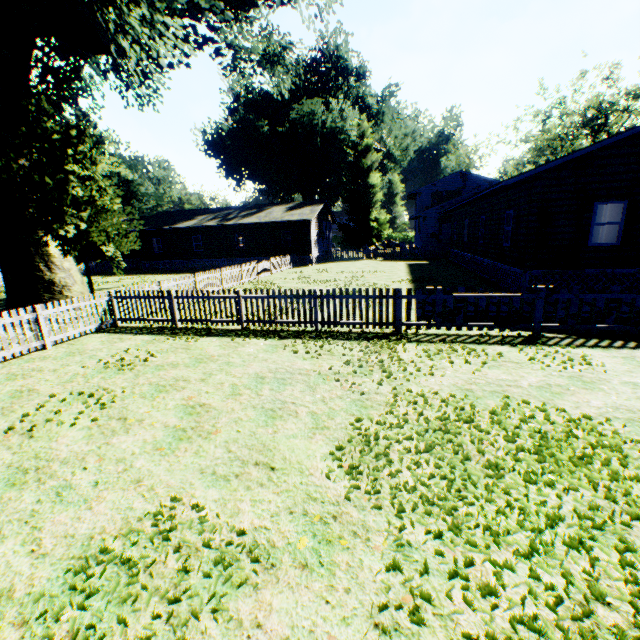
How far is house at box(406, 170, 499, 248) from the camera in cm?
3431

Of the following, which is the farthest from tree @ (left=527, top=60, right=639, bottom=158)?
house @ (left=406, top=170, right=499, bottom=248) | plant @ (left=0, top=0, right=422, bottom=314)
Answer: plant @ (left=0, top=0, right=422, bottom=314)

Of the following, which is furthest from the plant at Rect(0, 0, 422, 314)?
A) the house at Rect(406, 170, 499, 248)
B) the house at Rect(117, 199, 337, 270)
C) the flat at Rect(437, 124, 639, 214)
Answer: the flat at Rect(437, 124, 639, 214)

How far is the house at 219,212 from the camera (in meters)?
31.66

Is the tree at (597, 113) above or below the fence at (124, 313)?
above

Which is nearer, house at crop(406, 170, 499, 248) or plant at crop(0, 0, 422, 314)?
plant at crop(0, 0, 422, 314)

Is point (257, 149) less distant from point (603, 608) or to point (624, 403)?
point (624, 403)

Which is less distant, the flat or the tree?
the flat
